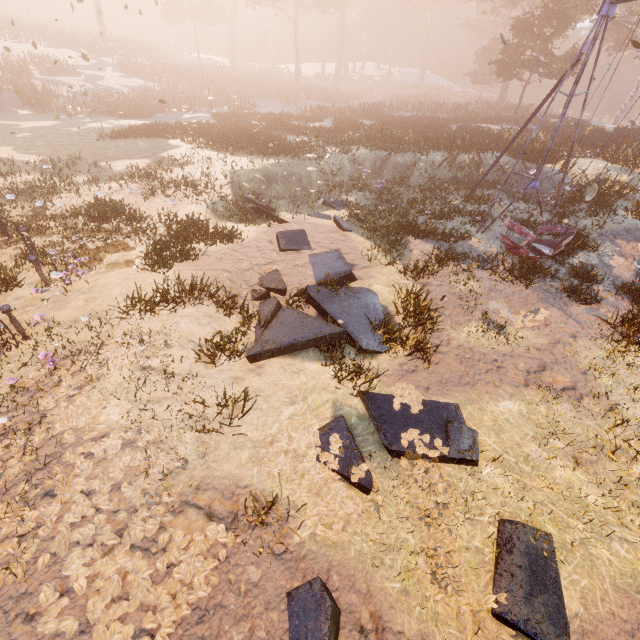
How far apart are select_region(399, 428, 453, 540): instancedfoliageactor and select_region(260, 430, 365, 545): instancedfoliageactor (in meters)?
0.32

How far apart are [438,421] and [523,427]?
1.4m

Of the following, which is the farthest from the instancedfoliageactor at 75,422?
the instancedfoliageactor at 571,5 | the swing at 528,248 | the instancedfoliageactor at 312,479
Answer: the instancedfoliageactor at 571,5

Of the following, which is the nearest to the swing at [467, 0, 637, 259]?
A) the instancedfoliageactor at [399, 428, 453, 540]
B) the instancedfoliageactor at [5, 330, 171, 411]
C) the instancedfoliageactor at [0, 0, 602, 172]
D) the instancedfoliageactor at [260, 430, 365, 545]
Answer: the instancedfoliageactor at [399, 428, 453, 540]

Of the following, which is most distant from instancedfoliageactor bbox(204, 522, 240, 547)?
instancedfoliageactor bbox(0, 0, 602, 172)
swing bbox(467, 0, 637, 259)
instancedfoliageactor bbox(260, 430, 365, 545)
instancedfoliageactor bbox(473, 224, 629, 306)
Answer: instancedfoliageactor bbox(0, 0, 602, 172)

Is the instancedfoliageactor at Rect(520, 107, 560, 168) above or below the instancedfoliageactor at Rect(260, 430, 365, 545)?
above

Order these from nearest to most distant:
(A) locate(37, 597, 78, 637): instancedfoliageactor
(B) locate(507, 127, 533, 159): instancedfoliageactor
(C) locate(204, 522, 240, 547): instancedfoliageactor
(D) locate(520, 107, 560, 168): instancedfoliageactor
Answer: (A) locate(37, 597, 78, 637): instancedfoliageactor → (C) locate(204, 522, 240, 547): instancedfoliageactor → (D) locate(520, 107, 560, 168): instancedfoliageactor → (B) locate(507, 127, 533, 159): instancedfoliageactor

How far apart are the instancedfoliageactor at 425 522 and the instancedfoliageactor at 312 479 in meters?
0.3
